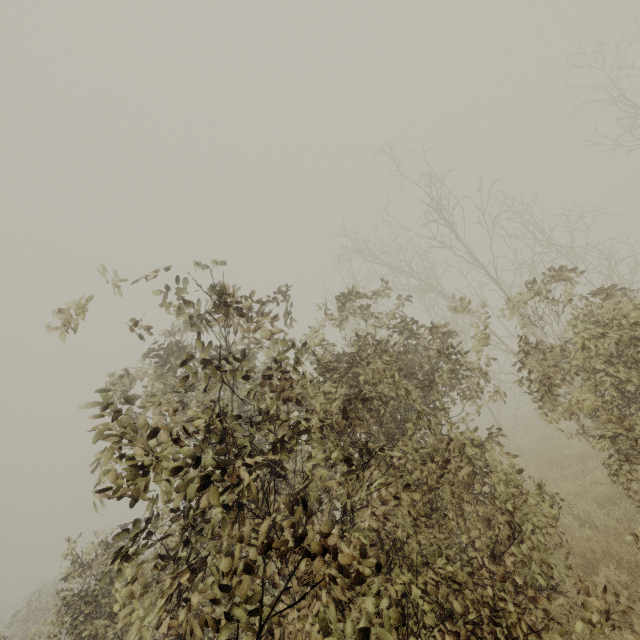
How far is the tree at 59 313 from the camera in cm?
261

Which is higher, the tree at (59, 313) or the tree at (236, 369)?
the tree at (59, 313)

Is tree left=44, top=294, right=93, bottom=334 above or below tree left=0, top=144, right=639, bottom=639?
above

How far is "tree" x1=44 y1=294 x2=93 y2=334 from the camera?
2.6 meters

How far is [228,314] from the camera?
2.9m
